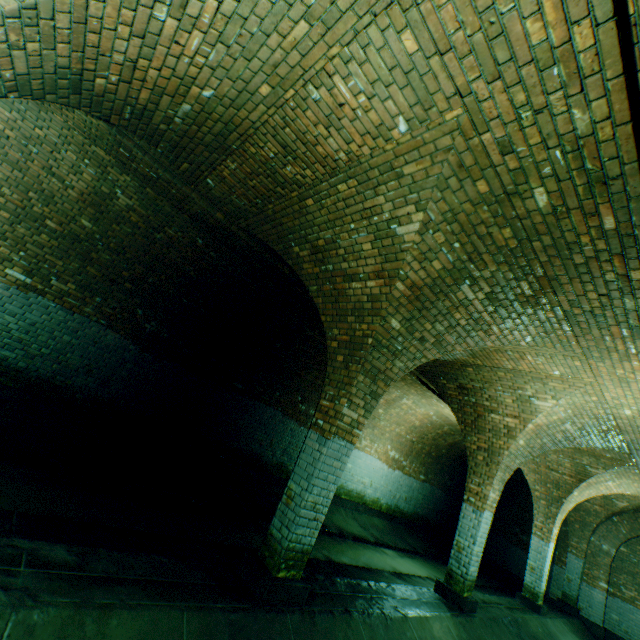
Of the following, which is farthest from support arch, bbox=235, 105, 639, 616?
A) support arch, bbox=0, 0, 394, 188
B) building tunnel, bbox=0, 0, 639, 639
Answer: support arch, bbox=0, 0, 394, 188

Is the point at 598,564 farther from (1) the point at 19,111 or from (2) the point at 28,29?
(1) the point at 19,111

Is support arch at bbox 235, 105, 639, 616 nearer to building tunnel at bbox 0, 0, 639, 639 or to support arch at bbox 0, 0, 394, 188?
building tunnel at bbox 0, 0, 639, 639

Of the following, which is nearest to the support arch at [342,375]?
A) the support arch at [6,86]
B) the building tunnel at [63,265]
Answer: the building tunnel at [63,265]

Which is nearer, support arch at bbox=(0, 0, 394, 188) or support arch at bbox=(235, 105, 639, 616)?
support arch at bbox=(0, 0, 394, 188)

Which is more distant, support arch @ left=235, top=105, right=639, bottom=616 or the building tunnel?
support arch @ left=235, top=105, right=639, bottom=616
